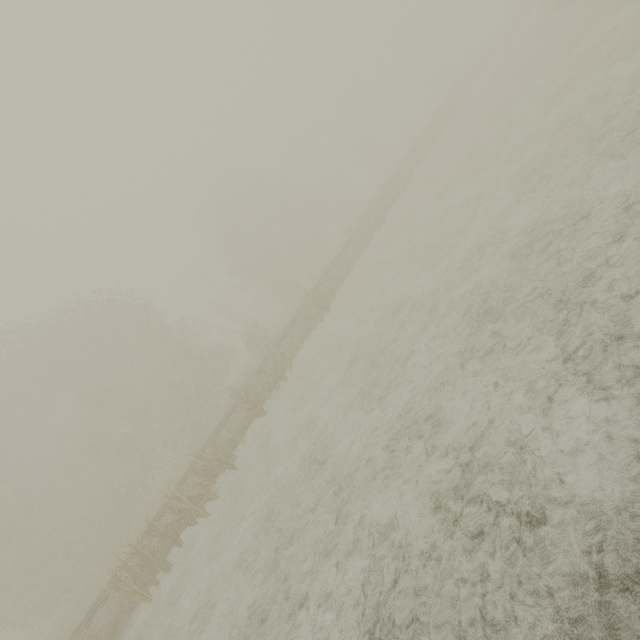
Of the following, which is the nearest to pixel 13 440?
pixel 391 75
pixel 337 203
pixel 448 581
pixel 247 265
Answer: pixel 247 265
